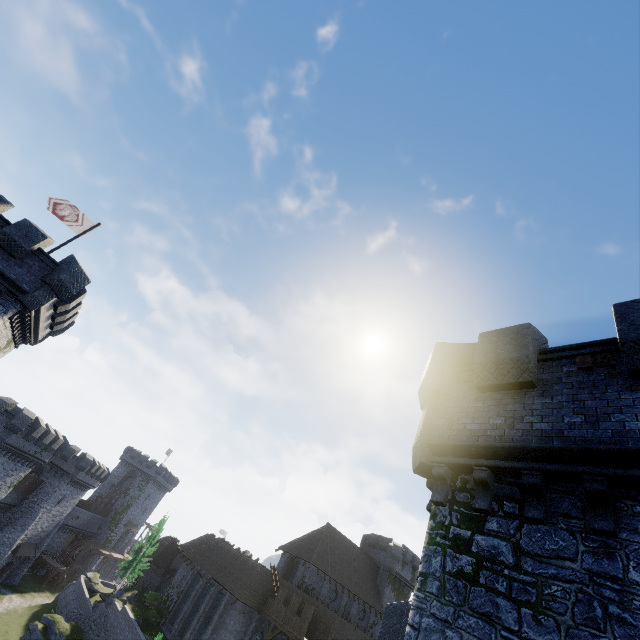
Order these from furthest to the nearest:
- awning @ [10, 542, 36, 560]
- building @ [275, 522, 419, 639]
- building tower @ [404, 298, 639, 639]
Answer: awning @ [10, 542, 36, 560] < building @ [275, 522, 419, 639] < building tower @ [404, 298, 639, 639]

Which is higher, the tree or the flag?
the flag

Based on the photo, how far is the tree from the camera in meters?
40.3 m

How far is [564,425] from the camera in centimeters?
654cm

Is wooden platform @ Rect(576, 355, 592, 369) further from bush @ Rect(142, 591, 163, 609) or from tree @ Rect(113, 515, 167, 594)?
bush @ Rect(142, 591, 163, 609)

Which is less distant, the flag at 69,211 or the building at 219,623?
the flag at 69,211

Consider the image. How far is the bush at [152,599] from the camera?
39.6m

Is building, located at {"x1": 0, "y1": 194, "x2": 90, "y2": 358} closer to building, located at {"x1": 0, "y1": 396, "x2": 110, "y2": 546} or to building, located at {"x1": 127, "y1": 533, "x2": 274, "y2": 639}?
building, located at {"x1": 0, "y1": 396, "x2": 110, "y2": 546}
